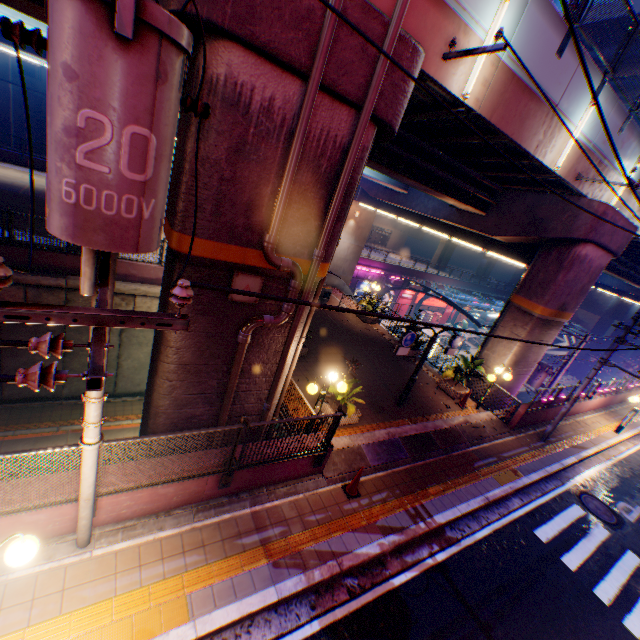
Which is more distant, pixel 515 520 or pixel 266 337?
pixel 515 520

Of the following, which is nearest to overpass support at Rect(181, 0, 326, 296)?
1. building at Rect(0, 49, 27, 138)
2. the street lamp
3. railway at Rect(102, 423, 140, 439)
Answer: the street lamp

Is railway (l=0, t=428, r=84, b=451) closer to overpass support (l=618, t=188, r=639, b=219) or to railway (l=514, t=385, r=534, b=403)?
railway (l=514, t=385, r=534, b=403)

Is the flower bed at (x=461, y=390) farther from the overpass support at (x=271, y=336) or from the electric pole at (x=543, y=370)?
the electric pole at (x=543, y=370)

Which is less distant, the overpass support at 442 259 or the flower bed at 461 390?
the overpass support at 442 259

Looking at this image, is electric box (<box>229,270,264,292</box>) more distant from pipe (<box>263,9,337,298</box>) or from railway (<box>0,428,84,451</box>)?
railway (<box>0,428,84,451</box>)

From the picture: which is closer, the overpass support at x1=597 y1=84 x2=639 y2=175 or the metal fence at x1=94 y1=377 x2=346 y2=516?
the metal fence at x1=94 y1=377 x2=346 y2=516

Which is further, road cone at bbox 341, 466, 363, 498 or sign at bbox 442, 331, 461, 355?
sign at bbox 442, 331, 461, 355
